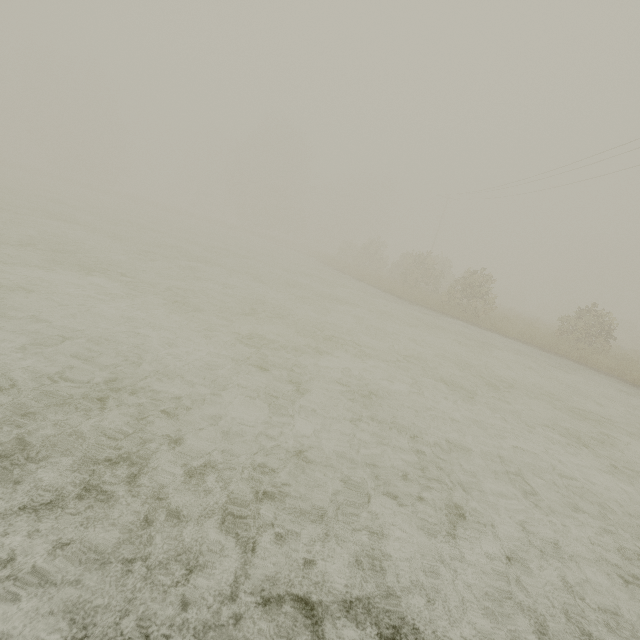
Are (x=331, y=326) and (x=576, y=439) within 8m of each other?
yes
